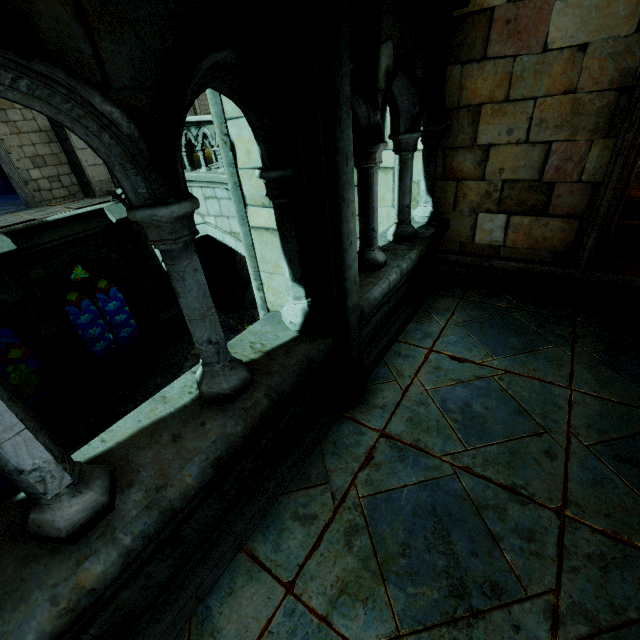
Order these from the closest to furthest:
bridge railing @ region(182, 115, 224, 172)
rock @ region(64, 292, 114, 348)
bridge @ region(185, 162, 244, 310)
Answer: bridge railing @ region(182, 115, 224, 172) → bridge @ region(185, 162, 244, 310) → rock @ region(64, 292, 114, 348)

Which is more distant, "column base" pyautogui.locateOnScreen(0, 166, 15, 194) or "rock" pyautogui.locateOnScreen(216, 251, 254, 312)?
"column base" pyautogui.locateOnScreen(0, 166, 15, 194)

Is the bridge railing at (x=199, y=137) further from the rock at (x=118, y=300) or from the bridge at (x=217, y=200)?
the rock at (x=118, y=300)

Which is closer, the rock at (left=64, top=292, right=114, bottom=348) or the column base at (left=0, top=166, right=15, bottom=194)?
the column base at (left=0, top=166, right=15, bottom=194)

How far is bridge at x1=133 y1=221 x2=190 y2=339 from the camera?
11.4m

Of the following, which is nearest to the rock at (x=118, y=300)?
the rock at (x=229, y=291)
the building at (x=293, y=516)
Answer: the building at (x=293, y=516)

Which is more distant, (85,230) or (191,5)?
(85,230)

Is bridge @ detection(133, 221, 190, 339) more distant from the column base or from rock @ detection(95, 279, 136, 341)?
rock @ detection(95, 279, 136, 341)
